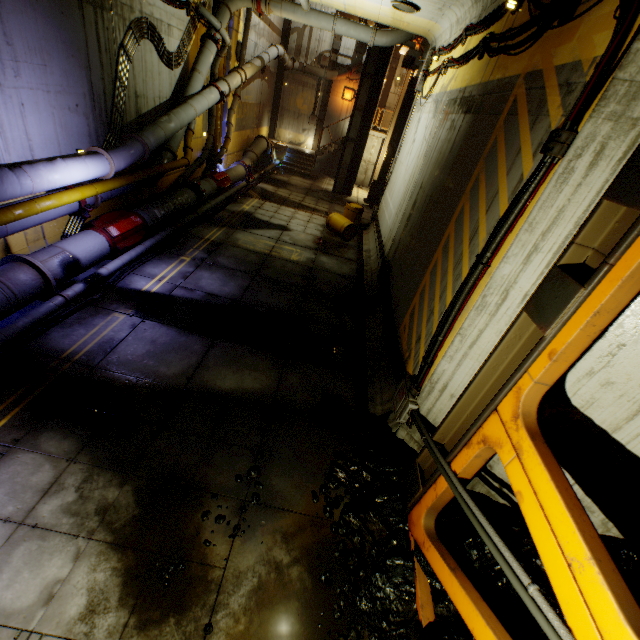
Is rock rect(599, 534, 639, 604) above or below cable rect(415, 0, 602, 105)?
below

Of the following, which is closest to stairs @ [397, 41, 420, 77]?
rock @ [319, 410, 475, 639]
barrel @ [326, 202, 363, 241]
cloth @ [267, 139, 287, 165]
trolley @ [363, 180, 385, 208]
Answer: cloth @ [267, 139, 287, 165]

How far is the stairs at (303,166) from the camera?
22.0m

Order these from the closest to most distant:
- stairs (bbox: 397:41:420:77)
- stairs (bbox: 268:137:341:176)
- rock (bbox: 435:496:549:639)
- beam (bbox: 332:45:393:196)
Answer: rock (bbox: 435:496:549:639)
stairs (bbox: 397:41:420:77)
beam (bbox: 332:45:393:196)
stairs (bbox: 268:137:341:176)

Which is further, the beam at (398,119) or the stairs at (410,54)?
the beam at (398,119)

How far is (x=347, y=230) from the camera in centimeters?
1291cm

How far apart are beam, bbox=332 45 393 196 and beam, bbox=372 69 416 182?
2.1 meters

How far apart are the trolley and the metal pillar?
5.1 meters
